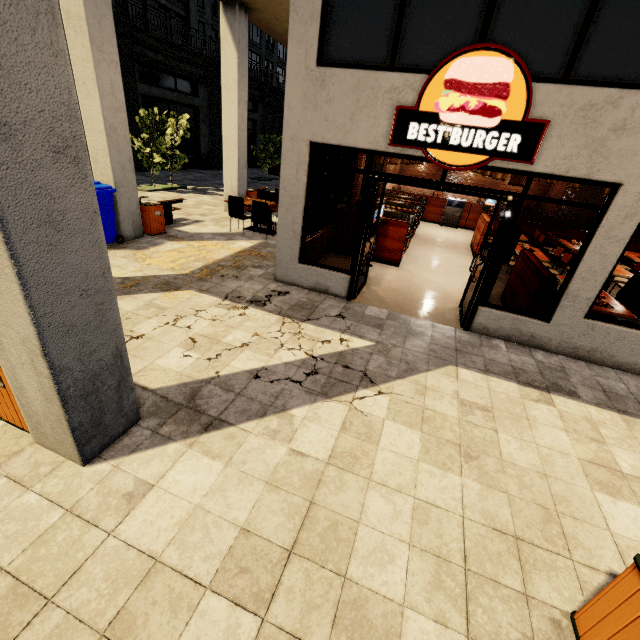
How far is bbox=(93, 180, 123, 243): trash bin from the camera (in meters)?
6.95

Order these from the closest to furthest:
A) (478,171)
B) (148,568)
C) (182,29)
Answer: (148,568), (478,171), (182,29)

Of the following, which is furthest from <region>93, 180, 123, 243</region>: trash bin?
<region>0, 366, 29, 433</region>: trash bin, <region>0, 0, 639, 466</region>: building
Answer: <region>0, 366, 29, 433</region>: trash bin

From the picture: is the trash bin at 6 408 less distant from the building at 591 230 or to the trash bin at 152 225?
the building at 591 230

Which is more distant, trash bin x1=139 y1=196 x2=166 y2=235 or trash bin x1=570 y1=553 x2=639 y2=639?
trash bin x1=139 y1=196 x2=166 y2=235

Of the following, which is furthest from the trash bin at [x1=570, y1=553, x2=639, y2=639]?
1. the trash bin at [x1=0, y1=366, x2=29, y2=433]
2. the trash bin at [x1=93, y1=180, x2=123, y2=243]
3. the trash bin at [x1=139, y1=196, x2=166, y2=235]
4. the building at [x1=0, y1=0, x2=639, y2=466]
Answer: the trash bin at [x1=139, y1=196, x2=166, y2=235]

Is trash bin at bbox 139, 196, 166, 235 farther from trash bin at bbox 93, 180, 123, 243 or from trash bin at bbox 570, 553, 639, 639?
trash bin at bbox 570, 553, 639, 639

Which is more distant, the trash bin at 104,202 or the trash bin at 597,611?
the trash bin at 104,202
